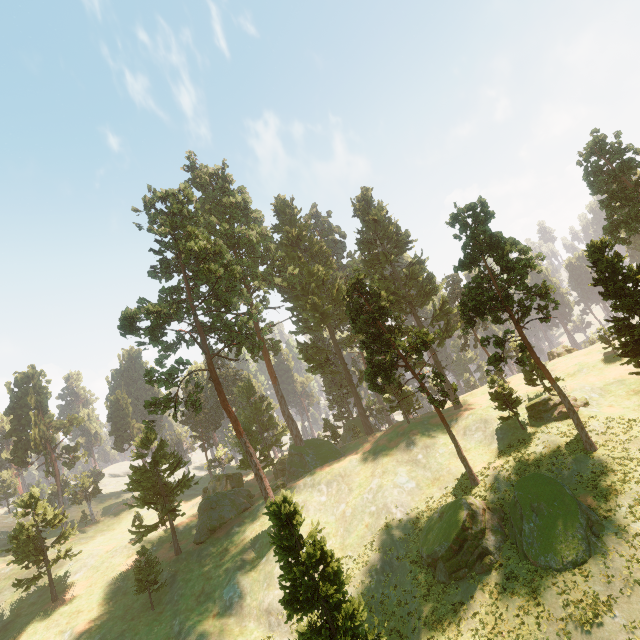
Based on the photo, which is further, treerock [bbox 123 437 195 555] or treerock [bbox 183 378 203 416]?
treerock [bbox 123 437 195 555]

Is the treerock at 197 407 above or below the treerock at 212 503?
above

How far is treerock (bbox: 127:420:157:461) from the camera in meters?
37.0

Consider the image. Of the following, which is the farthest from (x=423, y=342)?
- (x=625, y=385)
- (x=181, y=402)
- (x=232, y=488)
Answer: (x=232, y=488)

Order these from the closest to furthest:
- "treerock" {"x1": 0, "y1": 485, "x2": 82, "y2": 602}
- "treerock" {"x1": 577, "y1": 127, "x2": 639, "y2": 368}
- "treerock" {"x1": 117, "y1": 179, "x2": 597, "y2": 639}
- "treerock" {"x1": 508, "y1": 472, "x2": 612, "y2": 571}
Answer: "treerock" {"x1": 117, "y1": 179, "x2": 597, "y2": 639}
"treerock" {"x1": 508, "y1": 472, "x2": 612, "y2": 571}
"treerock" {"x1": 577, "y1": 127, "x2": 639, "y2": 368}
"treerock" {"x1": 0, "y1": 485, "x2": 82, "y2": 602}
